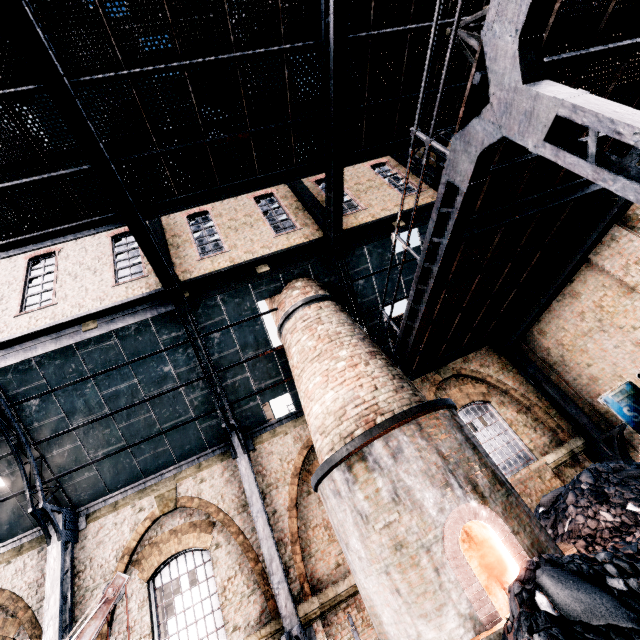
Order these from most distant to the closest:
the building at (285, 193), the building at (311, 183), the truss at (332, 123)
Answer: the building at (311, 183), the building at (285, 193), the truss at (332, 123)

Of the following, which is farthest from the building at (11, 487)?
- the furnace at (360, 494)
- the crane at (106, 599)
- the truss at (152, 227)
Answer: the crane at (106, 599)

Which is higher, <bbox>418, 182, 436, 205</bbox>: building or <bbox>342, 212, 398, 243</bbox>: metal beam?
<bbox>418, 182, 436, 205</bbox>: building

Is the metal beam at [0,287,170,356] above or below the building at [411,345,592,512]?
above

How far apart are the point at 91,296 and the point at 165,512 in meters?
7.9

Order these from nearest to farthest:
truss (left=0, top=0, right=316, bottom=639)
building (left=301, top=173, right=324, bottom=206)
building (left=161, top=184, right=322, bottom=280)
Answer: truss (left=0, top=0, right=316, bottom=639) < building (left=161, top=184, right=322, bottom=280) < building (left=301, top=173, right=324, bottom=206)

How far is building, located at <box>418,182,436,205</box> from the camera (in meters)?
13.77
